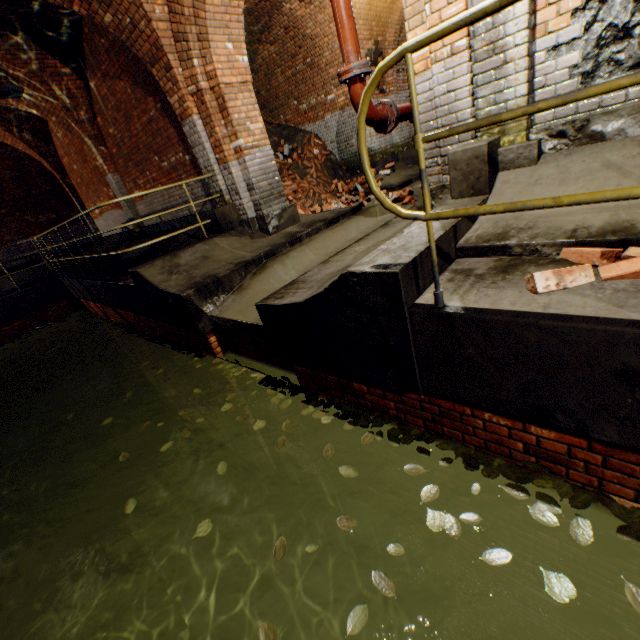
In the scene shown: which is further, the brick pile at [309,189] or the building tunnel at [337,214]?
the brick pile at [309,189]

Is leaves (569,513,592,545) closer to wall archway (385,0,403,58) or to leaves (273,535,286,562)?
leaves (273,535,286,562)

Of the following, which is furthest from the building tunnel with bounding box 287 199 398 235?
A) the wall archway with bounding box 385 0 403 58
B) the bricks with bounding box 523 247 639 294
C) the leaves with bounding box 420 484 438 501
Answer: the leaves with bounding box 420 484 438 501

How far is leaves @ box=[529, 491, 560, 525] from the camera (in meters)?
1.87

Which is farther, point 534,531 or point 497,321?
point 534,531

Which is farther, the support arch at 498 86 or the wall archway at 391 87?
the wall archway at 391 87

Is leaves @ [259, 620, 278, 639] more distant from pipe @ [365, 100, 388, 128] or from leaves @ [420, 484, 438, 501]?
pipe @ [365, 100, 388, 128]

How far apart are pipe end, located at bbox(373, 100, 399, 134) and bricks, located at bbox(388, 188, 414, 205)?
1.92m
